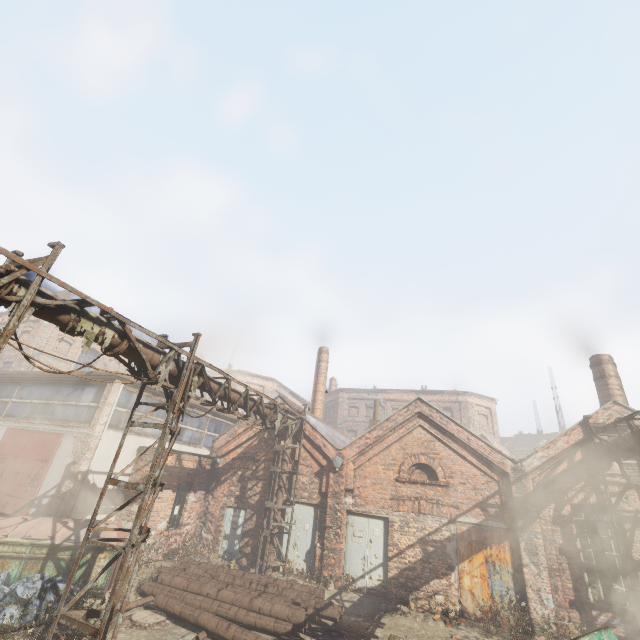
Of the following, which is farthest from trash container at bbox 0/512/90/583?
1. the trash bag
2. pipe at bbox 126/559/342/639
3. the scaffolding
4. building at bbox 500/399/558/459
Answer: building at bbox 500/399/558/459

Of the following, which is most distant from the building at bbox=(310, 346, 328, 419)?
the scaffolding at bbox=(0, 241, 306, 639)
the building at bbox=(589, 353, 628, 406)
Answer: the building at bbox=(589, 353, 628, 406)

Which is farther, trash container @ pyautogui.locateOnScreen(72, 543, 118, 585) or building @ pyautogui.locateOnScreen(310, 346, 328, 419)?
building @ pyautogui.locateOnScreen(310, 346, 328, 419)

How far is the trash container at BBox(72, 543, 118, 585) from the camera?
9.0 meters

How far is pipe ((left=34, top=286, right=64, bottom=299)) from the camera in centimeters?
570cm

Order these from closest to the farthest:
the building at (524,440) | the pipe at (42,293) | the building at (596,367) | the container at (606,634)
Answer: the pipe at (42,293) < the container at (606,634) < the building at (596,367) < the building at (524,440)

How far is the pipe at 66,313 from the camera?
5.9 meters

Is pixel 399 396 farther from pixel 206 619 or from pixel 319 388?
pixel 206 619
